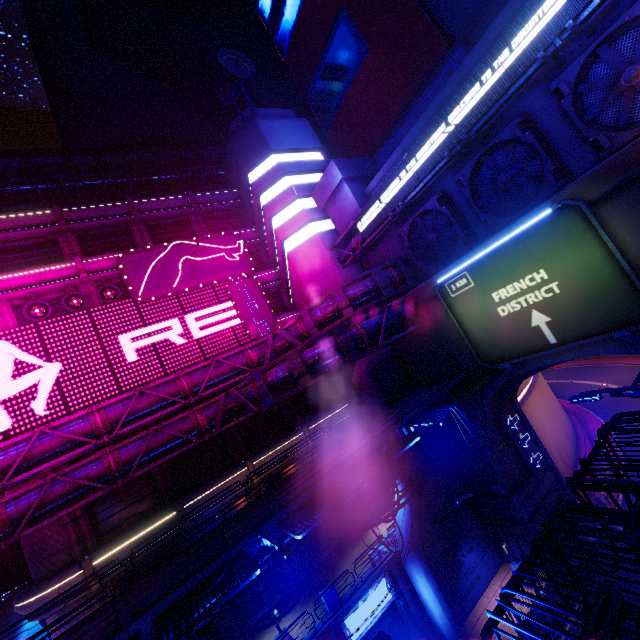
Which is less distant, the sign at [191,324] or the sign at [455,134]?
the sign at [455,134]

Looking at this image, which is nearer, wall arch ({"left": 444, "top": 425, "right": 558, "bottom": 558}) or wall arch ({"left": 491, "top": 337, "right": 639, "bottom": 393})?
wall arch ({"left": 491, "top": 337, "right": 639, "bottom": 393})

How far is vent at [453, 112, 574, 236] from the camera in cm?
1502

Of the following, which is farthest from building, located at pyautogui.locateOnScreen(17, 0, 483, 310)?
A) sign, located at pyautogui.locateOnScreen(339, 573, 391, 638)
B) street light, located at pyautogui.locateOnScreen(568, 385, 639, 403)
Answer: street light, located at pyautogui.locateOnScreen(568, 385, 639, 403)

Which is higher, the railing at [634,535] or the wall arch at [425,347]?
the wall arch at [425,347]

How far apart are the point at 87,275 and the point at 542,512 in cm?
3475

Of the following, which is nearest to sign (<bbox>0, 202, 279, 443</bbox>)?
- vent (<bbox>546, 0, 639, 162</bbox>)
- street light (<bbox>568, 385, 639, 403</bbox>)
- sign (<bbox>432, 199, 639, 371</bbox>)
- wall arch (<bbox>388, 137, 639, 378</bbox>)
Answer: wall arch (<bbox>388, 137, 639, 378</bbox>)

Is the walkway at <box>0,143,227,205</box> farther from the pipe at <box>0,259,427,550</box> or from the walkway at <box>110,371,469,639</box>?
the walkway at <box>110,371,469,639</box>
